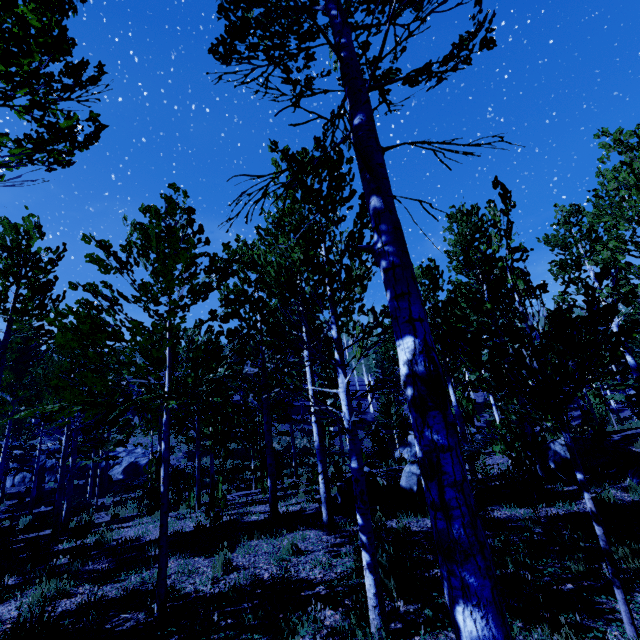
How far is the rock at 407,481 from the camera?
8.6m

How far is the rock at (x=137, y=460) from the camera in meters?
27.3

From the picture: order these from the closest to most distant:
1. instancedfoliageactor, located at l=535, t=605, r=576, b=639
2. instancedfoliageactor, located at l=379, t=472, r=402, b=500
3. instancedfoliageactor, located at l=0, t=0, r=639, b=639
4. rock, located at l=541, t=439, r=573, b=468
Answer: instancedfoliageactor, located at l=0, t=0, r=639, b=639 < instancedfoliageactor, located at l=535, t=605, r=576, b=639 < instancedfoliageactor, located at l=379, t=472, r=402, b=500 < rock, located at l=541, t=439, r=573, b=468

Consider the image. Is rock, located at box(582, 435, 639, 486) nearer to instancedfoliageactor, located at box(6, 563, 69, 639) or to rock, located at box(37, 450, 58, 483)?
instancedfoliageactor, located at box(6, 563, 69, 639)

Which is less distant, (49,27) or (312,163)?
(312,163)

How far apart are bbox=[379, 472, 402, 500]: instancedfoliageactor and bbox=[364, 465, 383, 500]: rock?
0.2 meters

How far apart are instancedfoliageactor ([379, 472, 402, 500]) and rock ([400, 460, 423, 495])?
0.42m
